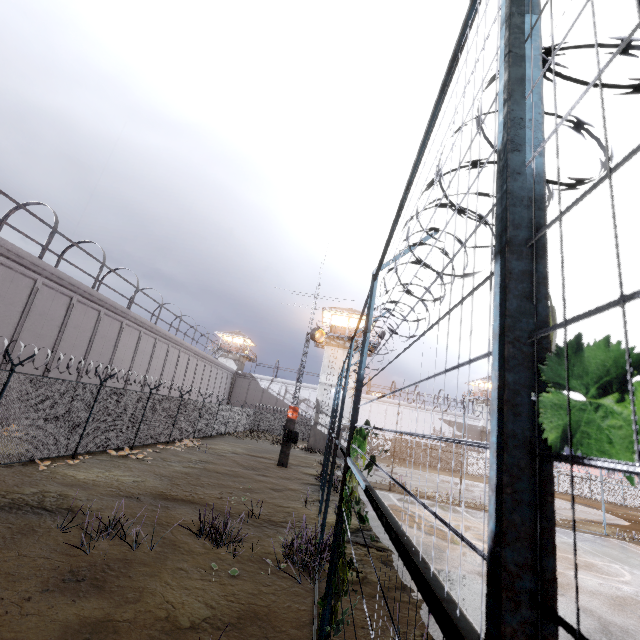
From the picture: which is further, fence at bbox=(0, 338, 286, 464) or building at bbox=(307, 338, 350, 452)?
building at bbox=(307, 338, 350, 452)

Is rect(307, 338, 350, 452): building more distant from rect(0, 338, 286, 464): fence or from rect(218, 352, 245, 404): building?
rect(218, 352, 245, 404): building

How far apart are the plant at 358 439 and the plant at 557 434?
2.7m

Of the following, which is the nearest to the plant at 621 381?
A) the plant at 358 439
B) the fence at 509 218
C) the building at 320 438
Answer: the fence at 509 218

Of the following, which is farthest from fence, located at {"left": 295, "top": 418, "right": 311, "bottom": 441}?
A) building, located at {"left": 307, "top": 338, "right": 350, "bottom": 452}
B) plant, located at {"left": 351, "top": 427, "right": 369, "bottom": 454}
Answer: building, located at {"left": 307, "top": 338, "right": 350, "bottom": 452}

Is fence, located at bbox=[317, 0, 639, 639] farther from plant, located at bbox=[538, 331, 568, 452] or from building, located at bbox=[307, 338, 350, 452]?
building, located at bbox=[307, 338, 350, 452]

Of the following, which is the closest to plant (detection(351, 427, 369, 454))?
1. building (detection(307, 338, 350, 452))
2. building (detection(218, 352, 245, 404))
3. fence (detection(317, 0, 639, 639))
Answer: fence (detection(317, 0, 639, 639))

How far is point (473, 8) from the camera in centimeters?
174cm
